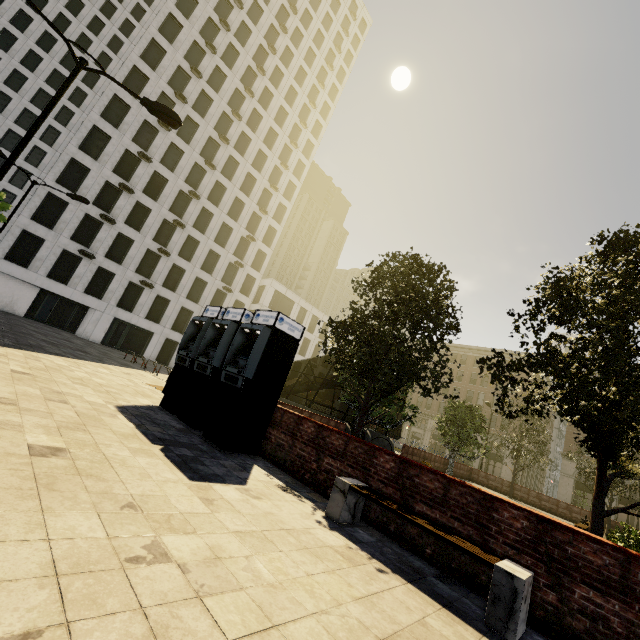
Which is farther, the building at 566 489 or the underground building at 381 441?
the building at 566 489

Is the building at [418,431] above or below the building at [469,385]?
below

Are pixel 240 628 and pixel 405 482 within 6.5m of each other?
yes

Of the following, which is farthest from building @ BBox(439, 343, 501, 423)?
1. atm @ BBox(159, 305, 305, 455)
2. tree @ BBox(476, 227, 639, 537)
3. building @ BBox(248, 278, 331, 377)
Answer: atm @ BBox(159, 305, 305, 455)

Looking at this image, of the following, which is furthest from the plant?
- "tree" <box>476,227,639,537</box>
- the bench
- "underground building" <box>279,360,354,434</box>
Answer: "underground building" <box>279,360,354,434</box>

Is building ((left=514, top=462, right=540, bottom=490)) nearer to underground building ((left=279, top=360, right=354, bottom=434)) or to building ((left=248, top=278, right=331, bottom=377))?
building ((left=248, top=278, right=331, bottom=377))

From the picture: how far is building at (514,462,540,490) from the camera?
48.0 meters

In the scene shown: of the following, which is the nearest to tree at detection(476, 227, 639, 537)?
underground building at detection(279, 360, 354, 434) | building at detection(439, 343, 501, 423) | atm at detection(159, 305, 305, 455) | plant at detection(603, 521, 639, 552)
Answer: plant at detection(603, 521, 639, 552)
